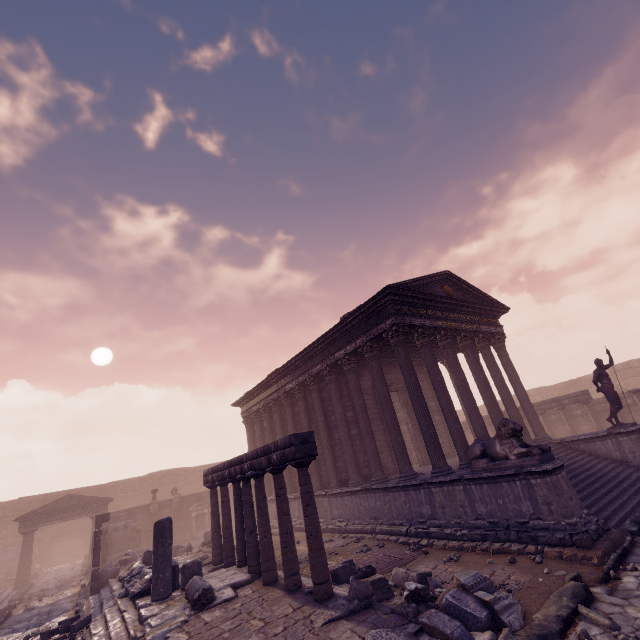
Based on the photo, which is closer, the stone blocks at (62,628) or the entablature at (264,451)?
the entablature at (264,451)

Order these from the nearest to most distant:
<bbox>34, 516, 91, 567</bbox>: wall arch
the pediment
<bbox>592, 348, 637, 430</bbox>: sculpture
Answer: <bbox>592, 348, 637, 430</bbox>: sculpture
the pediment
<bbox>34, 516, 91, 567</bbox>: wall arch

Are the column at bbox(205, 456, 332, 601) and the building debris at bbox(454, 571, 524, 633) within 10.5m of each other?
yes

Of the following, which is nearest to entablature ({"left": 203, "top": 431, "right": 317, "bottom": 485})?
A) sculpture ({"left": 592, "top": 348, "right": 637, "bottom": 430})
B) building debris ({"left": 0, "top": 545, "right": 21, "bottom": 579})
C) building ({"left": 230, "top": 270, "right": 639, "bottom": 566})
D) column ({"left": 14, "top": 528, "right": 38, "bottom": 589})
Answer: building ({"left": 230, "top": 270, "right": 639, "bottom": 566})

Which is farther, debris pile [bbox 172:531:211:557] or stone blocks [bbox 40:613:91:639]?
debris pile [bbox 172:531:211:557]

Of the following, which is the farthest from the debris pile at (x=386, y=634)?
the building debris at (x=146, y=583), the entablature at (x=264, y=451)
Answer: the entablature at (x=264, y=451)

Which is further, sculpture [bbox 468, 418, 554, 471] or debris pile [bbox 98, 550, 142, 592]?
debris pile [bbox 98, 550, 142, 592]

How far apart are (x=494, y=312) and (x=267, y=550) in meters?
13.9 m
